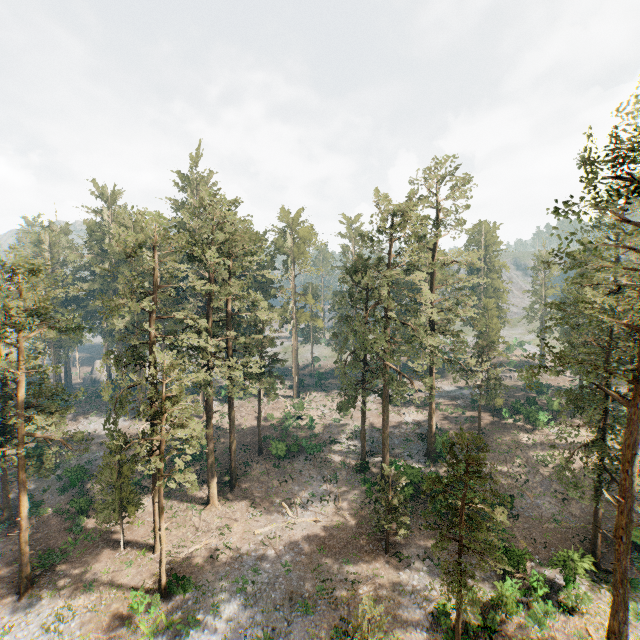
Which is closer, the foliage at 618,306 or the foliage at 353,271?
the foliage at 618,306

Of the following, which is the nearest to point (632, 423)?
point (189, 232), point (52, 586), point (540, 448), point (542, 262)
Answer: point (542, 262)

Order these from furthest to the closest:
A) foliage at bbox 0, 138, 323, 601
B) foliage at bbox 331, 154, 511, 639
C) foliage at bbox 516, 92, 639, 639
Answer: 1. foliage at bbox 0, 138, 323, 601
2. foliage at bbox 331, 154, 511, 639
3. foliage at bbox 516, 92, 639, 639

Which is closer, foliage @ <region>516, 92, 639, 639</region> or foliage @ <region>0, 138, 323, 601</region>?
foliage @ <region>516, 92, 639, 639</region>
